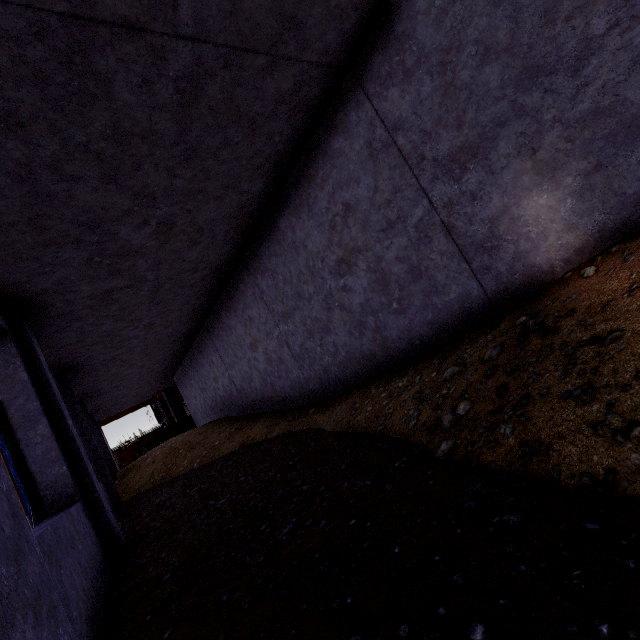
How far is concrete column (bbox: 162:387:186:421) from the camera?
19.0 meters

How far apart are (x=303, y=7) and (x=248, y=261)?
4.33m

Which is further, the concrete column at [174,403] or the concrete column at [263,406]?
the concrete column at [174,403]

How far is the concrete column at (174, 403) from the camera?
19.0 meters

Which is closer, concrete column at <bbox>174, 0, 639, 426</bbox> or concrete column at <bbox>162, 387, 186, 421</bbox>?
concrete column at <bbox>174, 0, 639, 426</bbox>
